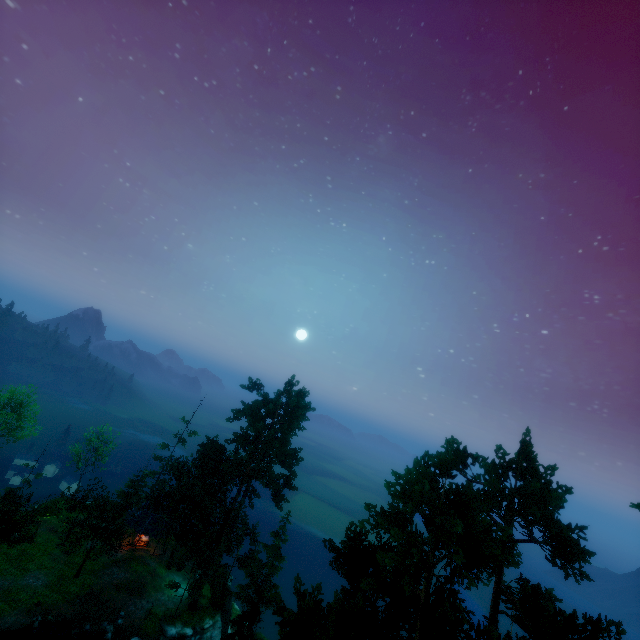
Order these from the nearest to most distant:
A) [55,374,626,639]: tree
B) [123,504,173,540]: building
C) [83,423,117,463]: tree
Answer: [55,374,626,639]: tree → [123,504,173,540]: building → [83,423,117,463]: tree

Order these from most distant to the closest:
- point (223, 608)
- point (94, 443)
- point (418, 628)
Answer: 1. point (94, 443)
2. point (223, 608)
3. point (418, 628)

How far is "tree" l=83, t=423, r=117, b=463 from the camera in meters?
45.2 m

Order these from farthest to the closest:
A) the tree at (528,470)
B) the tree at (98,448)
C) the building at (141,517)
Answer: the tree at (98,448) → the building at (141,517) → the tree at (528,470)

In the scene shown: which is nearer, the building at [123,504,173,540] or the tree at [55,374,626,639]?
the tree at [55,374,626,639]

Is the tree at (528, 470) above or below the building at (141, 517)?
above

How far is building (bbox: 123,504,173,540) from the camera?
38.4m
